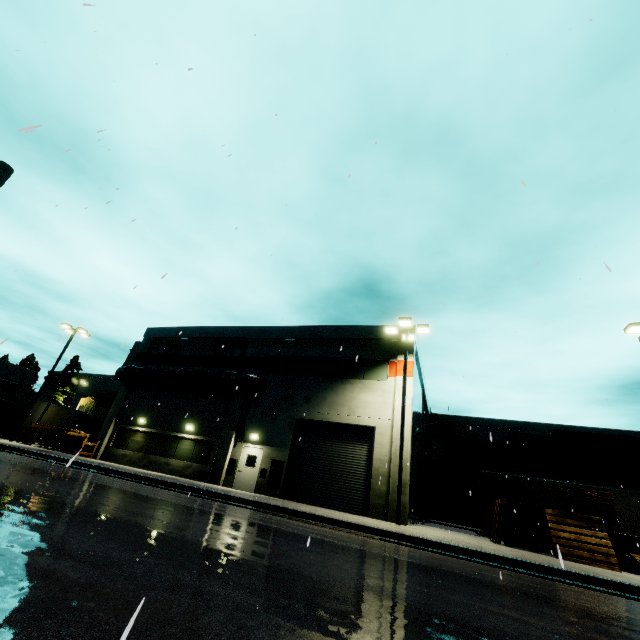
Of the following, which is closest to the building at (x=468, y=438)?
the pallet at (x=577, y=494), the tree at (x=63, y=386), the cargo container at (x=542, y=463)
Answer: the tree at (x=63, y=386)

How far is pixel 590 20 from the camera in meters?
5.8

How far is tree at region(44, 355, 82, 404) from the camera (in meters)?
51.50

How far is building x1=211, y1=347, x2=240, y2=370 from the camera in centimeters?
2367cm

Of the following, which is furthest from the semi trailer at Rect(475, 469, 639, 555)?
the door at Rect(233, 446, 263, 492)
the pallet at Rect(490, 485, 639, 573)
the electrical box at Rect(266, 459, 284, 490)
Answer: the door at Rect(233, 446, 263, 492)

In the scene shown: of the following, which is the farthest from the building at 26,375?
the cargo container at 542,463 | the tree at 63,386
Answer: the cargo container at 542,463

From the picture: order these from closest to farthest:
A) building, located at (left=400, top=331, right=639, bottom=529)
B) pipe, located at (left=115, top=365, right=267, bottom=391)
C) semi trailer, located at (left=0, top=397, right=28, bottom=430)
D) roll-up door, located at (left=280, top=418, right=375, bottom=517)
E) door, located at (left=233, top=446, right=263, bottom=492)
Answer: roll-up door, located at (left=280, top=418, right=375, bottom=517), building, located at (left=400, top=331, right=639, bottom=529), door, located at (left=233, top=446, right=263, bottom=492), pipe, located at (left=115, top=365, right=267, bottom=391), semi trailer, located at (left=0, top=397, right=28, bottom=430)

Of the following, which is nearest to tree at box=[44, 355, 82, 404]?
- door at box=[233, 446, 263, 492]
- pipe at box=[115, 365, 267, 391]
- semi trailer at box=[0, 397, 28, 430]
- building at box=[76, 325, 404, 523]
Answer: building at box=[76, 325, 404, 523]
